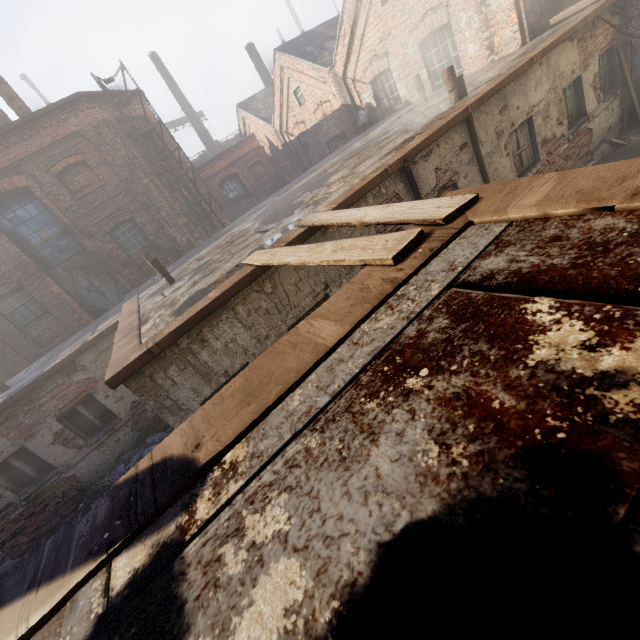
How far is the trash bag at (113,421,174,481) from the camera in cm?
839

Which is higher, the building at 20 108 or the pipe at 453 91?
the building at 20 108

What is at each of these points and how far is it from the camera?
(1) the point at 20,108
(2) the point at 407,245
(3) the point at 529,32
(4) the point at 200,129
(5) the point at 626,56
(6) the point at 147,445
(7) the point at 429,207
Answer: (1) building, 12.84m
(2) pallet, 2.34m
(3) building, 9.92m
(4) building, 30.55m
(5) pallet, 9.33m
(6) trash bag, 8.96m
(7) pallet, 2.72m

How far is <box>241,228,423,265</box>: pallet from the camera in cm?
236

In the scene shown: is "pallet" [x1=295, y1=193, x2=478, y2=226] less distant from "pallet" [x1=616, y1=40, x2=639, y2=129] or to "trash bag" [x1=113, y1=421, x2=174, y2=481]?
"trash bag" [x1=113, y1=421, x2=174, y2=481]

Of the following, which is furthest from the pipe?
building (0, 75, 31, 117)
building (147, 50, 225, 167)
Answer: building (147, 50, 225, 167)

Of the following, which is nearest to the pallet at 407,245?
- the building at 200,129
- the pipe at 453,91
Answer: the pipe at 453,91

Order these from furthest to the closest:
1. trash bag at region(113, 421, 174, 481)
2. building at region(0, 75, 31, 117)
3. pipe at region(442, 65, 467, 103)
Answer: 1. building at region(0, 75, 31, 117)
2. trash bag at region(113, 421, 174, 481)
3. pipe at region(442, 65, 467, 103)
